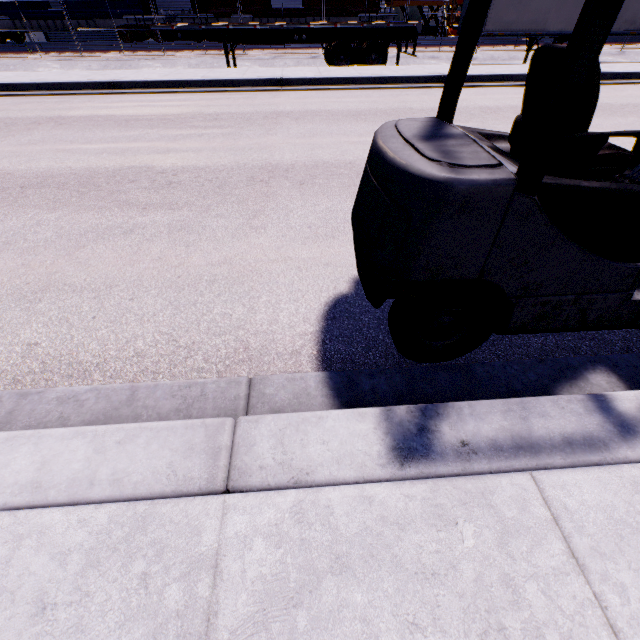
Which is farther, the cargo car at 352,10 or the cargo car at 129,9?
the cargo car at 352,10

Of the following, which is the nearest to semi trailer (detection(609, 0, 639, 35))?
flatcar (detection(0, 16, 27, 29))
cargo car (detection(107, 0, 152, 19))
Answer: cargo car (detection(107, 0, 152, 19))

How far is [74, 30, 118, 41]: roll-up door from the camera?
23.02m

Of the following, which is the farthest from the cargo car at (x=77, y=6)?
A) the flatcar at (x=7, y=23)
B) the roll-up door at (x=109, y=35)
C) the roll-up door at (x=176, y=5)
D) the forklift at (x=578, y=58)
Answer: the forklift at (x=578, y=58)

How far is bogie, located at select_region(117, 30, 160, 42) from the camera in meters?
19.4

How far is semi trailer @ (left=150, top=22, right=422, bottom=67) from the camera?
11.98m

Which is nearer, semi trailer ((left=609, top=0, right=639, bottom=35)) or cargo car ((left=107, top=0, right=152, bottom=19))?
semi trailer ((left=609, top=0, right=639, bottom=35))

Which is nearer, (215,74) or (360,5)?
(215,74)
